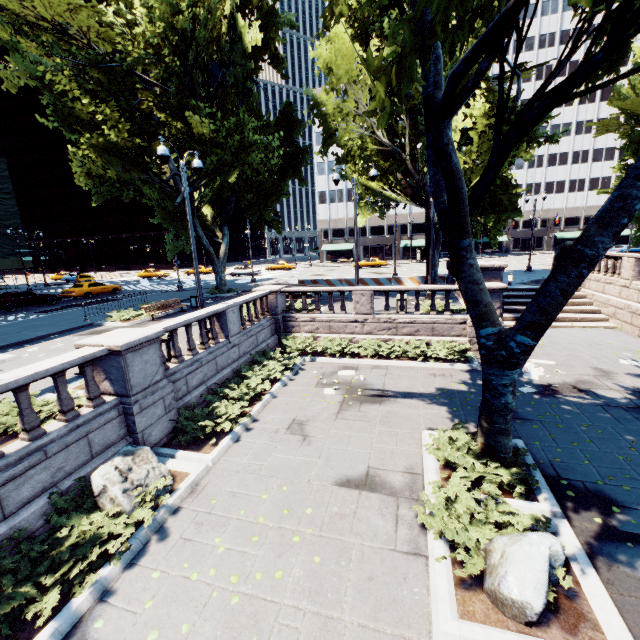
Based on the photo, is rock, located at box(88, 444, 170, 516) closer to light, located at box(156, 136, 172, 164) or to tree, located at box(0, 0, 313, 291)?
light, located at box(156, 136, 172, 164)

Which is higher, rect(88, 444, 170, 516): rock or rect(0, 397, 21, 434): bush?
rect(0, 397, 21, 434): bush

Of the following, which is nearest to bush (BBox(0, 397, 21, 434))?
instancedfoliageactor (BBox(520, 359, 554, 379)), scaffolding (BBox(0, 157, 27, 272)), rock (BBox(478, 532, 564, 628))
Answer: rock (BBox(478, 532, 564, 628))

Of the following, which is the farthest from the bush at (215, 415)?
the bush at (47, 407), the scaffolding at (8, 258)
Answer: the scaffolding at (8, 258)

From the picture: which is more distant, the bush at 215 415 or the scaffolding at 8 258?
the scaffolding at 8 258

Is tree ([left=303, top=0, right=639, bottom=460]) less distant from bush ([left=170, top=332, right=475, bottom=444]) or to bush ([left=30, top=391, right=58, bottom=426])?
bush ([left=170, top=332, right=475, bottom=444])

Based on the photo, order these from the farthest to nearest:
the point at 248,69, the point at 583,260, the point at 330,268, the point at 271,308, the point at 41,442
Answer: the point at 330,268
the point at 248,69
the point at 271,308
the point at 41,442
the point at 583,260

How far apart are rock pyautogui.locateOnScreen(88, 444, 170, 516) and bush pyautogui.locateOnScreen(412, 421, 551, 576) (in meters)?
5.31
